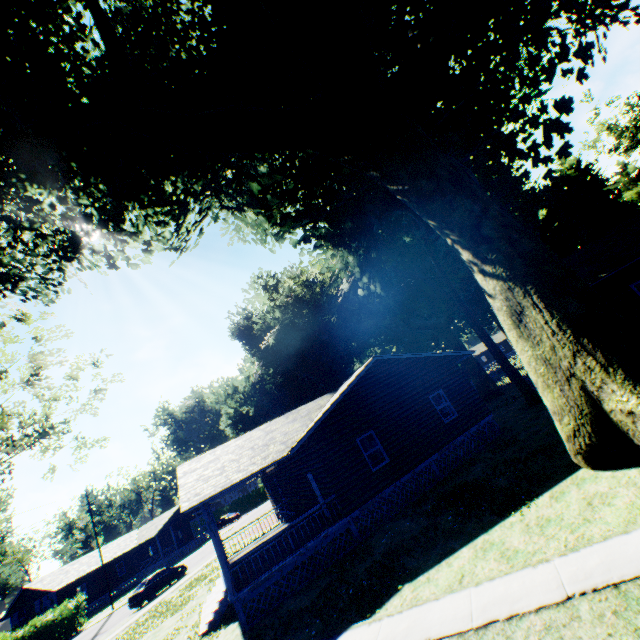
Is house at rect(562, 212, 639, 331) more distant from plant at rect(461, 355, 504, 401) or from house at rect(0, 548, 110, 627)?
house at rect(0, 548, 110, 627)

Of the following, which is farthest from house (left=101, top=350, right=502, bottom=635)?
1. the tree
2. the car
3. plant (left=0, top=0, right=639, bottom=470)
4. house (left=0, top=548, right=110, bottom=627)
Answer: house (left=0, top=548, right=110, bottom=627)

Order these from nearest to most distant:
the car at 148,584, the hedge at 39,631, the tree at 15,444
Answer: the tree at 15,444 → the car at 148,584 → the hedge at 39,631

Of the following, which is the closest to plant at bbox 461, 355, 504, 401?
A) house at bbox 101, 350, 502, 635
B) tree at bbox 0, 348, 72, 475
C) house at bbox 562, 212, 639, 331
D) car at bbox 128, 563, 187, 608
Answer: house at bbox 101, 350, 502, 635

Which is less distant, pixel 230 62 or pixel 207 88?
pixel 230 62

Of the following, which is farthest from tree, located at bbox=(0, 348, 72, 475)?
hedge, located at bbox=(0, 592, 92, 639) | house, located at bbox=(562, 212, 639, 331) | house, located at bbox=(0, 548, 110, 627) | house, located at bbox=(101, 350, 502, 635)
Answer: house, located at bbox=(562, 212, 639, 331)

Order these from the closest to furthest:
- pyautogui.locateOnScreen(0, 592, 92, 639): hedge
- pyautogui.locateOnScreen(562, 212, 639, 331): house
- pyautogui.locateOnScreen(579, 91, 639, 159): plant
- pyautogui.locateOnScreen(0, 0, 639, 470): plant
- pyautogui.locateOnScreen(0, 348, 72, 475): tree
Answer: pyautogui.locateOnScreen(0, 0, 639, 470): plant < pyautogui.locateOnScreen(562, 212, 639, 331): house < pyautogui.locateOnScreen(0, 348, 72, 475): tree < pyautogui.locateOnScreen(0, 592, 92, 639): hedge < pyautogui.locateOnScreen(579, 91, 639, 159): plant

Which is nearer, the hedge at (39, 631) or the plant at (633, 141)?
the hedge at (39, 631)
